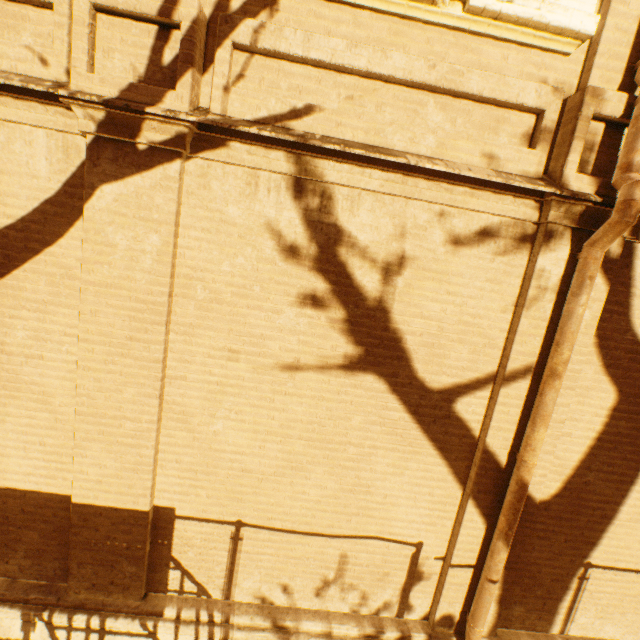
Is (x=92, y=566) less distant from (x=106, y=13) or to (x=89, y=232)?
(x=89, y=232)
